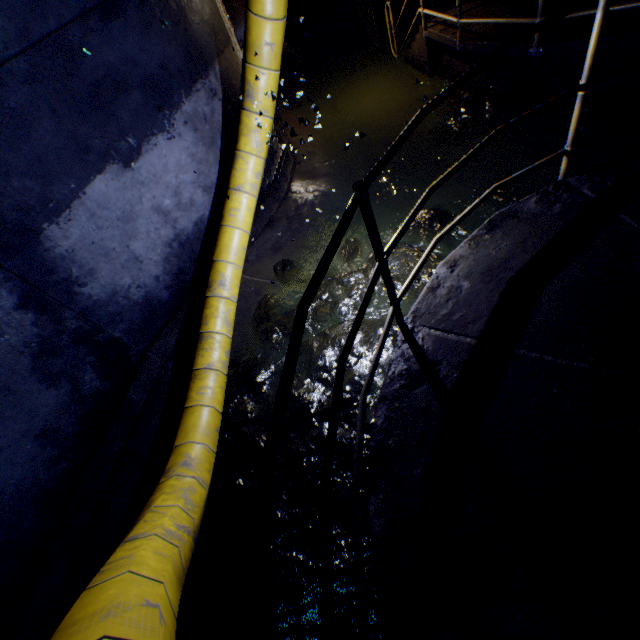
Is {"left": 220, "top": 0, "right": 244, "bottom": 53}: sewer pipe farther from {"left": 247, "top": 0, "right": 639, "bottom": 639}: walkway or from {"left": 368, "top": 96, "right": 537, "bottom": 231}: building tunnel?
{"left": 247, "top": 0, "right": 639, "bottom": 639}: walkway

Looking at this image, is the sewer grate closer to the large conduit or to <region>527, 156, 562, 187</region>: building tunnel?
<region>527, 156, 562, 187</region>: building tunnel

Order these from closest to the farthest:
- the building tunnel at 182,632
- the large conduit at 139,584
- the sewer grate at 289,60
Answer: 1. the large conduit at 139,584
2. the building tunnel at 182,632
3. the sewer grate at 289,60

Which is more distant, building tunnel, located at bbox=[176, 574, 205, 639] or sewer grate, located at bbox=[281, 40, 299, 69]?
sewer grate, located at bbox=[281, 40, 299, 69]

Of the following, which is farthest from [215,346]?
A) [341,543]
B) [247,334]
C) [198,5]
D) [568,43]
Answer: [568,43]

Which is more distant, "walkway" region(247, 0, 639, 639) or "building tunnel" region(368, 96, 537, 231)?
"building tunnel" region(368, 96, 537, 231)

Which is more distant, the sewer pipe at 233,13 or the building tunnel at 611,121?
the sewer pipe at 233,13

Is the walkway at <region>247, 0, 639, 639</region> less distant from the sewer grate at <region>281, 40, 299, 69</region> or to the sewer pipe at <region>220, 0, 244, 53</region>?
the sewer pipe at <region>220, 0, 244, 53</region>
